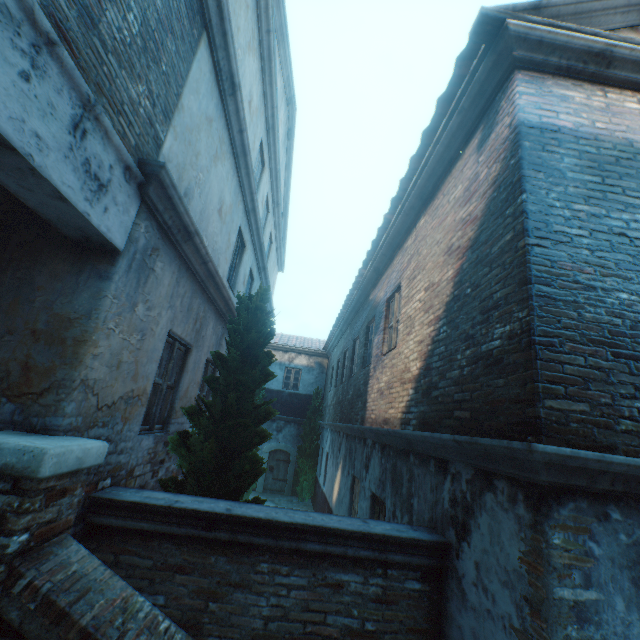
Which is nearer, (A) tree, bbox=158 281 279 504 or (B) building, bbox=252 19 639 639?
(B) building, bbox=252 19 639 639

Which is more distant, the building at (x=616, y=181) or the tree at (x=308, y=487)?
the tree at (x=308, y=487)

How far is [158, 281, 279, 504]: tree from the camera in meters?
3.9 m

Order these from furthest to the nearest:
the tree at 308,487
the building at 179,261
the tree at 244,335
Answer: the tree at 308,487 < the tree at 244,335 < the building at 179,261

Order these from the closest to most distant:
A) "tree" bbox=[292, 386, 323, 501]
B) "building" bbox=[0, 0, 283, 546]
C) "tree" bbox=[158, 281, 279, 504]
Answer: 1. "building" bbox=[0, 0, 283, 546]
2. "tree" bbox=[158, 281, 279, 504]
3. "tree" bbox=[292, 386, 323, 501]

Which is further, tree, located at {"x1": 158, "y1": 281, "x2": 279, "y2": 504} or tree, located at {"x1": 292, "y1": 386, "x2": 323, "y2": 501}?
tree, located at {"x1": 292, "y1": 386, "x2": 323, "y2": 501}

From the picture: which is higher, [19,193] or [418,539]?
[19,193]
